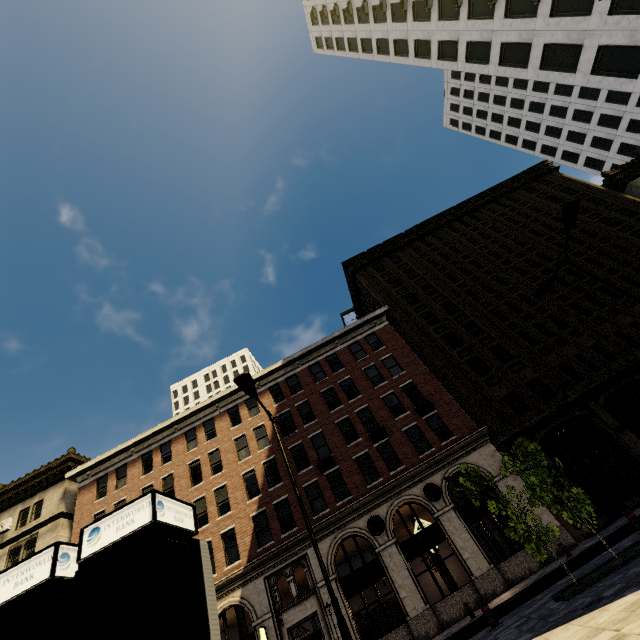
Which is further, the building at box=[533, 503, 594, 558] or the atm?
the building at box=[533, 503, 594, 558]

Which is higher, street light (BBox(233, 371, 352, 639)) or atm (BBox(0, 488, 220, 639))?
street light (BBox(233, 371, 352, 639))

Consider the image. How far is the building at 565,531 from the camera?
16.73m

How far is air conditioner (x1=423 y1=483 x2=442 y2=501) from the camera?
19.45m

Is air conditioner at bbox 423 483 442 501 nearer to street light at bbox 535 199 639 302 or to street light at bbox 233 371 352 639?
street light at bbox 233 371 352 639

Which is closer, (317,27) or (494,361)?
(494,361)

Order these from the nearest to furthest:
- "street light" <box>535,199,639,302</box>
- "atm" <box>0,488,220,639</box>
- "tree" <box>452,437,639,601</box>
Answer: → "atm" <box>0,488,220,639</box>, "tree" <box>452,437,639,601</box>, "street light" <box>535,199,639,302</box>

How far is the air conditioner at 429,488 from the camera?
19.5 meters
